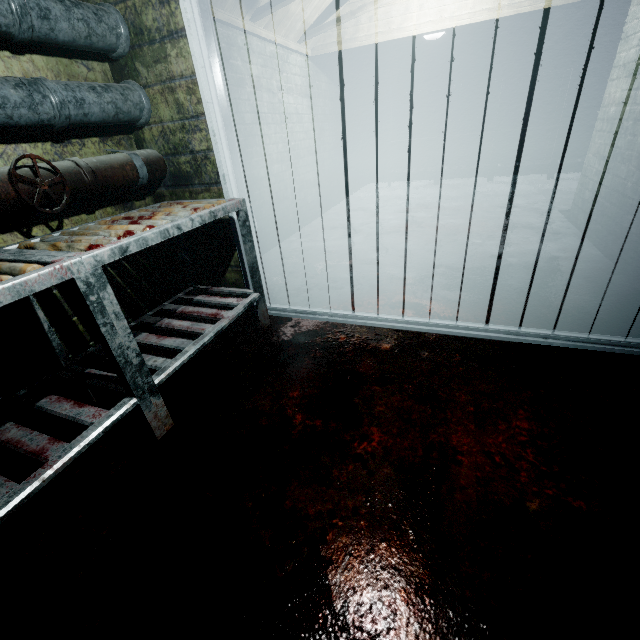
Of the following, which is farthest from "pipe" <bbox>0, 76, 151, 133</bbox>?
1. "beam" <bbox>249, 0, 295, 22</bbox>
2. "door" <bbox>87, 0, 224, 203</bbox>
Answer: "beam" <bbox>249, 0, 295, 22</bbox>

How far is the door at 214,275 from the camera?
2.2m

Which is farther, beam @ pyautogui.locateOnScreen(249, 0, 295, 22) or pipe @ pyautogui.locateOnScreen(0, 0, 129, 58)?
beam @ pyautogui.locateOnScreen(249, 0, 295, 22)

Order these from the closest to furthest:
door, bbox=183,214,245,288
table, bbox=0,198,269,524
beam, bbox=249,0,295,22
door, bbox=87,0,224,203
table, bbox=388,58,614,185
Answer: table, bbox=0,198,269,524 < door, bbox=87,0,224,203 < door, bbox=183,214,245,288 < beam, bbox=249,0,295,22 < table, bbox=388,58,614,185

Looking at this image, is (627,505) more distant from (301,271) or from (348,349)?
(301,271)

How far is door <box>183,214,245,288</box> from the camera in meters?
2.2 m

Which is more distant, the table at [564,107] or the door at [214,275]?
the table at [564,107]

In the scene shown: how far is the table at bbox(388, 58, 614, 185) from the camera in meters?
5.4 m
